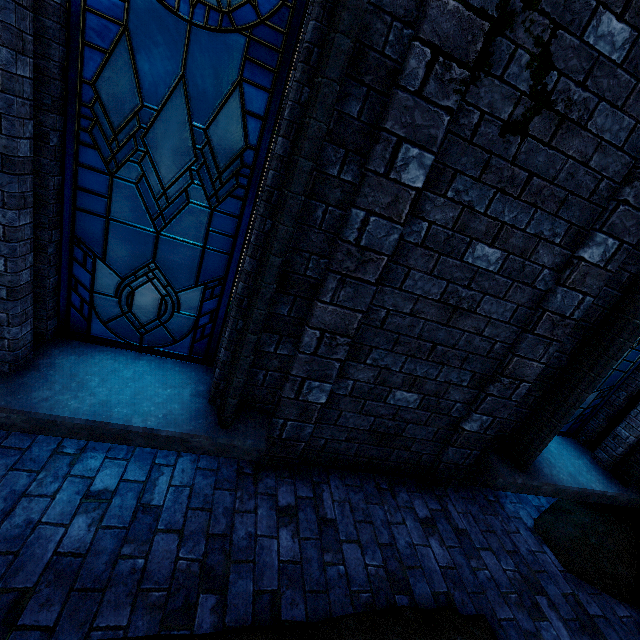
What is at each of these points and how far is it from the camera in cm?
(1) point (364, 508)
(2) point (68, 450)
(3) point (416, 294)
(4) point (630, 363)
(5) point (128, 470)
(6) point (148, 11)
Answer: (1) walkway, 316
(2) stairs, 267
(3) building, 266
(4) window glass, 401
(5) walkway, 269
(6) window glass, 196

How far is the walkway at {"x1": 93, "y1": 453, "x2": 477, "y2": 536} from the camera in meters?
2.4 m

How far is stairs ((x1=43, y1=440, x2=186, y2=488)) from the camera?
2.5m

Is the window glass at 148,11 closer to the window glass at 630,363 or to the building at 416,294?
the building at 416,294

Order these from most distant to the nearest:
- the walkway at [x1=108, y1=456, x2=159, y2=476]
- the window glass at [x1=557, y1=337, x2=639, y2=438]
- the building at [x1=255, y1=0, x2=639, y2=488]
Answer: the window glass at [x1=557, y1=337, x2=639, y2=438] < the walkway at [x1=108, y1=456, x2=159, y2=476] < the building at [x1=255, y1=0, x2=639, y2=488]

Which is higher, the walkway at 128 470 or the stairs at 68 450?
the walkway at 128 470

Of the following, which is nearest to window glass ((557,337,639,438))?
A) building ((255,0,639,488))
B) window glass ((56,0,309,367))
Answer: building ((255,0,639,488))
